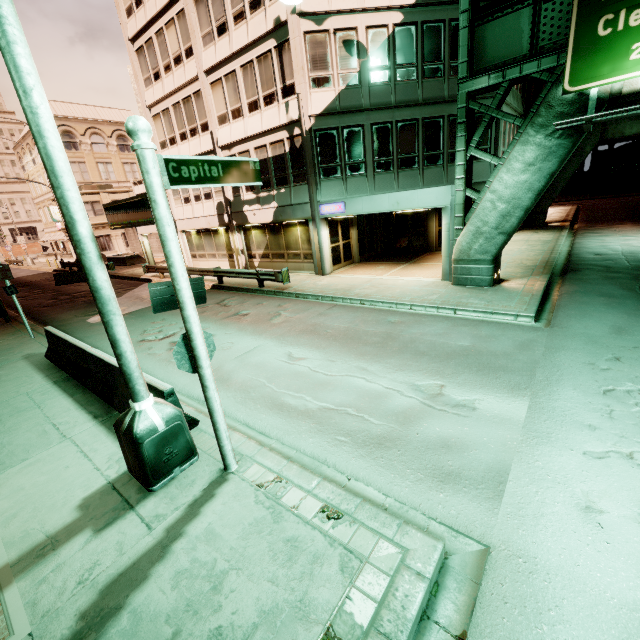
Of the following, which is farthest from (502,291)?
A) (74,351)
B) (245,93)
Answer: (245,93)

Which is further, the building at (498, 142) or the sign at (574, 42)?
the building at (498, 142)

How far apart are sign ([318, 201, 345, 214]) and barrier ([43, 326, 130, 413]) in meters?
11.5

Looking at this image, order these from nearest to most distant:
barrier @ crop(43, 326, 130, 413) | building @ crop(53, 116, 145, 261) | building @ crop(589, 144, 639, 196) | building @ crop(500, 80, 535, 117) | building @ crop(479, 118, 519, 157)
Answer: barrier @ crop(43, 326, 130, 413)
building @ crop(479, 118, 519, 157)
building @ crop(500, 80, 535, 117)
building @ crop(53, 116, 145, 261)
building @ crop(589, 144, 639, 196)

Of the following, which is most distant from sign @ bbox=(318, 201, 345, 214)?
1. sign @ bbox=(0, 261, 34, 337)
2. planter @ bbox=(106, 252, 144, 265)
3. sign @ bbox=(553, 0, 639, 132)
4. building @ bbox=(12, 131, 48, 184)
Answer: building @ bbox=(12, 131, 48, 184)

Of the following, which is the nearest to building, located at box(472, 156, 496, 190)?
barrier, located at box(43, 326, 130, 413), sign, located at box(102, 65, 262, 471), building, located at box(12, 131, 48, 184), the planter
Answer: building, located at box(12, 131, 48, 184)

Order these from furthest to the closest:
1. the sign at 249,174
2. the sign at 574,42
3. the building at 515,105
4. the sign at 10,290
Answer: the building at 515,105 < the sign at 10,290 < the sign at 574,42 < the sign at 249,174
